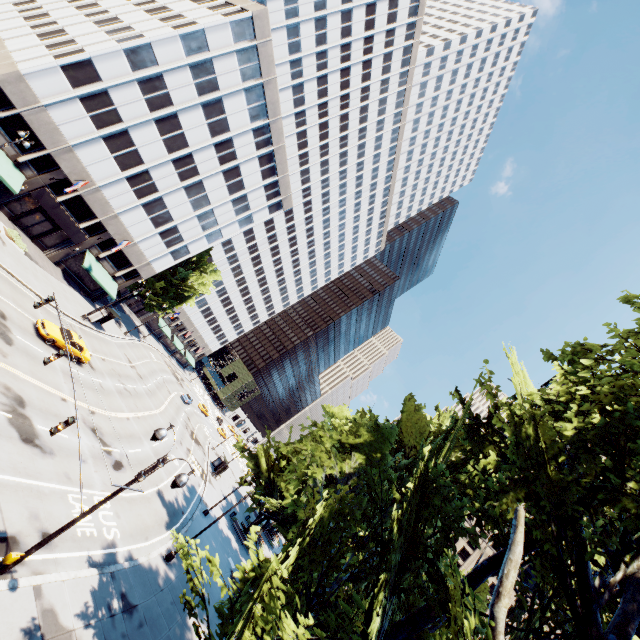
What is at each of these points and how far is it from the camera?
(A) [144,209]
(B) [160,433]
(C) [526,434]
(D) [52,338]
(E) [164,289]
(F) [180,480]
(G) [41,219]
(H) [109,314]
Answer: (A) building, 39.8 meters
(B) light, 11.4 meters
(C) tree, 9.1 meters
(D) vehicle, 24.6 meters
(E) tree, 54.9 meters
(F) light, 10.5 meters
(G) door, 34.6 meters
(H) bus stop, 40.5 meters

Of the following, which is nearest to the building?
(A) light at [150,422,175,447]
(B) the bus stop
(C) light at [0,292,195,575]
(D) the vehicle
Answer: (B) the bus stop

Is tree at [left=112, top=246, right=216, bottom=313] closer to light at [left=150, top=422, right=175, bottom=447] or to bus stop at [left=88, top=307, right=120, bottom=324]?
light at [left=150, top=422, right=175, bottom=447]

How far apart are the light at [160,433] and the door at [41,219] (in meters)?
35.97

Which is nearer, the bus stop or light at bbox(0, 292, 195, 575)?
light at bbox(0, 292, 195, 575)

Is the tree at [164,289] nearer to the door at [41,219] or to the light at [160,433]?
the light at [160,433]

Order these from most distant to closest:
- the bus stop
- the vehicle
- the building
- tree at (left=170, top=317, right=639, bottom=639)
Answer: the bus stop → the building → the vehicle → tree at (left=170, top=317, right=639, bottom=639)

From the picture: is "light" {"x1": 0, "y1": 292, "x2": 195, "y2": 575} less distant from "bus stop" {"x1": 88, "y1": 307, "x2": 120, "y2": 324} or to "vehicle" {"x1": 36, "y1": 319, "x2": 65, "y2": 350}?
"vehicle" {"x1": 36, "y1": 319, "x2": 65, "y2": 350}
